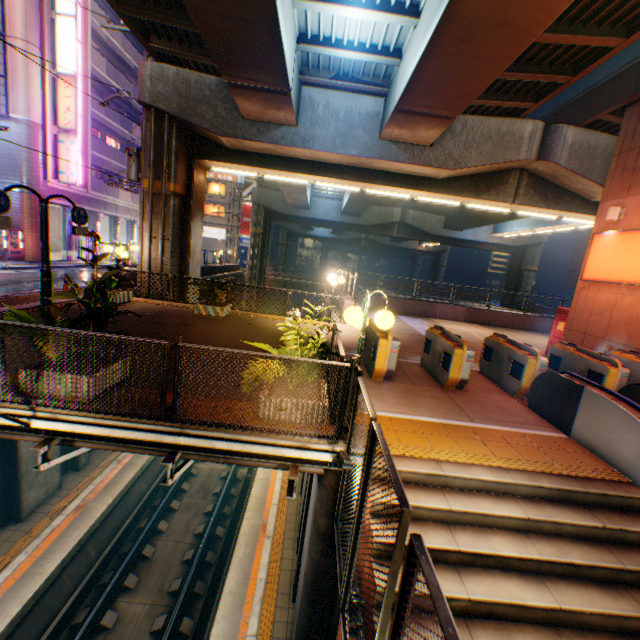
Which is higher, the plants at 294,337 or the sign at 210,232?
the sign at 210,232

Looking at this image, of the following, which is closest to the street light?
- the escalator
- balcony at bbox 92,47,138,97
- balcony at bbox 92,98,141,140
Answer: the escalator

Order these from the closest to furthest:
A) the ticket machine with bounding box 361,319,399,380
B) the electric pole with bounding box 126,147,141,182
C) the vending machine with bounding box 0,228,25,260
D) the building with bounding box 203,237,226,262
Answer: the ticket machine with bounding box 361,319,399,380, the electric pole with bounding box 126,147,141,182, the vending machine with bounding box 0,228,25,260, the building with bounding box 203,237,226,262

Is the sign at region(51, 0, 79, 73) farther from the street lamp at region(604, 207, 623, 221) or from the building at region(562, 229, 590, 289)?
the building at region(562, 229, 590, 289)

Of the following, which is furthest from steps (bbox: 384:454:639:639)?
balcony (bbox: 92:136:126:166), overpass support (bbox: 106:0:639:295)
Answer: balcony (bbox: 92:136:126:166)

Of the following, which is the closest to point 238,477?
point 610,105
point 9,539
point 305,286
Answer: point 9,539

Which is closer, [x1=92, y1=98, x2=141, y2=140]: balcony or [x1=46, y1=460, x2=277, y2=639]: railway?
[x1=46, y1=460, x2=277, y2=639]: railway

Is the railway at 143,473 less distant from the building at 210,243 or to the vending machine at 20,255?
the building at 210,243
